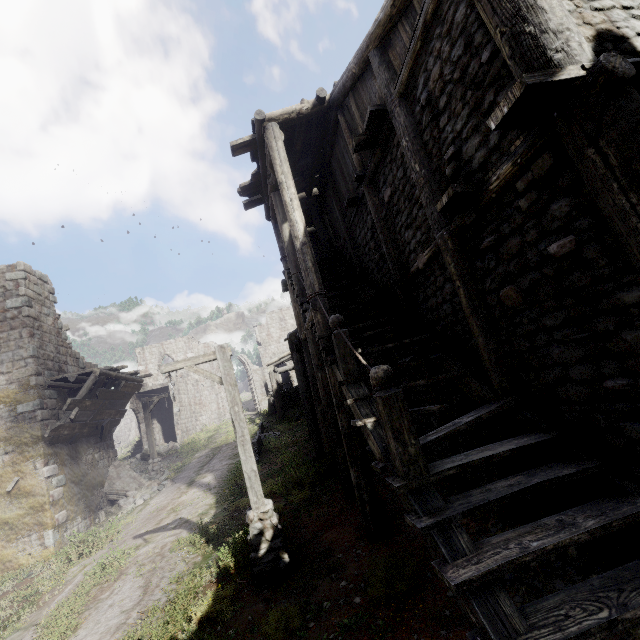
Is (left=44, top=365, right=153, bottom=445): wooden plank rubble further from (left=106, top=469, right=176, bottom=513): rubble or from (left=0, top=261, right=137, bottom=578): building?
(left=106, top=469, right=176, bottom=513): rubble

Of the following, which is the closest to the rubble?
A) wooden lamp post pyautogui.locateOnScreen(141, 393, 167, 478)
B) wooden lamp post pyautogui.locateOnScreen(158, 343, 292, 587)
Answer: wooden lamp post pyautogui.locateOnScreen(141, 393, 167, 478)

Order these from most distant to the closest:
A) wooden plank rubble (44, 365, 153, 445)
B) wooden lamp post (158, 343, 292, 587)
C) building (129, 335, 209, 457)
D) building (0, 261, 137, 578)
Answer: building (129, 335, 209, 457)
wooden plank rubble (44, 365, 153, 445)
building (0, 261, 137, 578)
wooden lamp post (158, 343, 292, 587)

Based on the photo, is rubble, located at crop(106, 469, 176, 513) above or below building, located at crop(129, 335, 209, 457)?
below

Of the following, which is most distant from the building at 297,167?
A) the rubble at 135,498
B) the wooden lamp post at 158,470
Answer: the wooden lamp post at 158,470

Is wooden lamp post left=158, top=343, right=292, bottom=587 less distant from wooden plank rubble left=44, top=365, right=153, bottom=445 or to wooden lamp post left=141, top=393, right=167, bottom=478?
wooden plank rubble left=44, top=365, right=153, bottom=445

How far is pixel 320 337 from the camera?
7.2 meters

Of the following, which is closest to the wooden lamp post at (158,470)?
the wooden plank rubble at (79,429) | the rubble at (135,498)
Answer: the rubble at (135,498)
